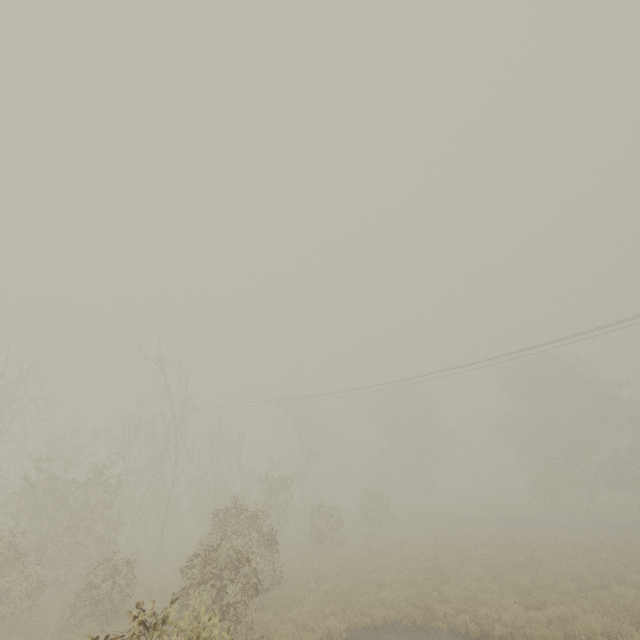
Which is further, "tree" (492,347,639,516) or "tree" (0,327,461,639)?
"tree" (492,347,639,516)

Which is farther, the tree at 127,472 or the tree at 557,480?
the tree at 557,480

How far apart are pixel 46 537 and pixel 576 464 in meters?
41.5
